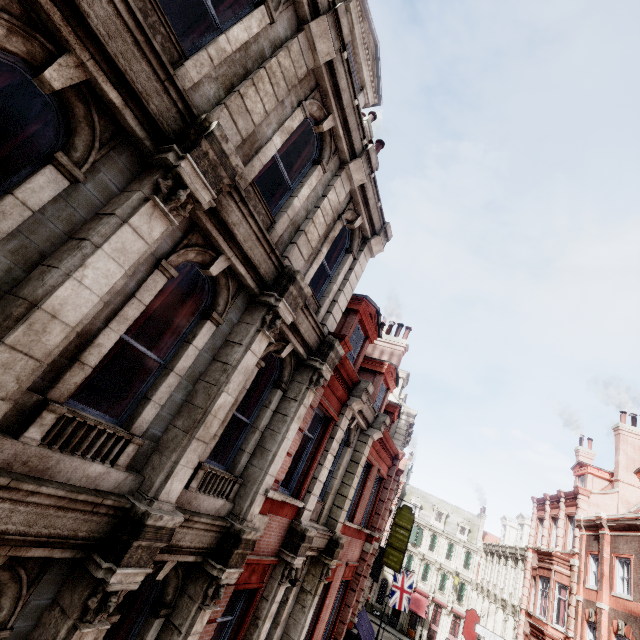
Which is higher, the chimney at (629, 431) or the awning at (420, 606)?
the chimney at (629, 431)

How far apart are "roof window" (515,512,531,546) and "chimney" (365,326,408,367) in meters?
24.1 m

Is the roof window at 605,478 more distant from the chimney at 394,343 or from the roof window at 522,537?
the chimney at 394,343

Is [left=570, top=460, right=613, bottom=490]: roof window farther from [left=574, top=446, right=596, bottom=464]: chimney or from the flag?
the flag

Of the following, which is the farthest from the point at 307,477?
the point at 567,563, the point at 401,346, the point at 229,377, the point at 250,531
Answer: the point at 567,563

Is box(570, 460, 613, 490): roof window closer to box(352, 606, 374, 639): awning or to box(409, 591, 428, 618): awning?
box(352, 606, 374, 639): awning

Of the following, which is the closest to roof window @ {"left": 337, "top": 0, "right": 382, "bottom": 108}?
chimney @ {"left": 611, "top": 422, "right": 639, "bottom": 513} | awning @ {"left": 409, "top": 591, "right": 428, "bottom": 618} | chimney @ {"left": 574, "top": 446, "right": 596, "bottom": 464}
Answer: chimney @ {"left": 611, "top": 422, "right": 639, "bottom": 513}

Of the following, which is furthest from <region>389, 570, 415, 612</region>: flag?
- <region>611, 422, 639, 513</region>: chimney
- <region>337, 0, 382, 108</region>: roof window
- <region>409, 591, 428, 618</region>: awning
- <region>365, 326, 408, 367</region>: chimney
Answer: <region>337, 0, 382, 108</region>: roof window
